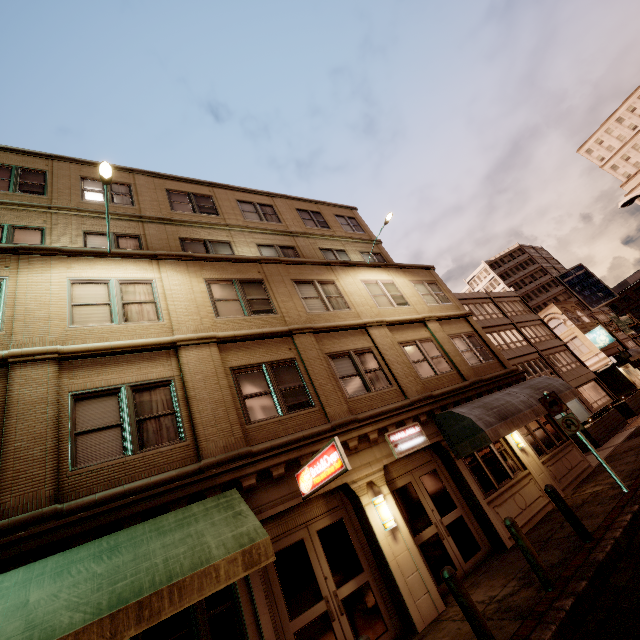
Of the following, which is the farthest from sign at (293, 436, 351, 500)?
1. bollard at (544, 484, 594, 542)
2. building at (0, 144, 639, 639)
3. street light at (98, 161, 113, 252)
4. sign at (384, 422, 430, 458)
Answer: street light at (98, 161, 113, 252)

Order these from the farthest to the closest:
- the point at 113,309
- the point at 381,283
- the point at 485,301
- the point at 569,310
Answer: the point at 569,310 < the point at 485,301 < the point at 381,283 < the point at 113,309

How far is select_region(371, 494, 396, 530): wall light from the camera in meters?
8.0

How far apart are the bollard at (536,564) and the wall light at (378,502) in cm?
257

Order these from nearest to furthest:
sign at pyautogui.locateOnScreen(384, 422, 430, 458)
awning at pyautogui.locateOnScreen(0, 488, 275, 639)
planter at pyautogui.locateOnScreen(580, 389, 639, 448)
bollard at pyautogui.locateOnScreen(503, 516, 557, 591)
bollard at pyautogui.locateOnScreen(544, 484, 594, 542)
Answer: awning at pyautogui.locateOnScreen(0, 488, 275, 639), bollard at pyautogui.locateOnScreen(503, 516, 557, 591), bollard at pyautogui.locateOnScreen(544, 484, 594, 542), sign at pyautogui.locateOnScreen(384, 422, 430, 458), planter at pyautogui.locateOnScreen(580, 389, 639, 448)

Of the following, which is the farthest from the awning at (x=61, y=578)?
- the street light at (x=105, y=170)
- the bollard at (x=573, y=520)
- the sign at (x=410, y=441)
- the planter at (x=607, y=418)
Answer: the planter at (x=607, y=418)

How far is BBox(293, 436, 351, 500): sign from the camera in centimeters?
628cm

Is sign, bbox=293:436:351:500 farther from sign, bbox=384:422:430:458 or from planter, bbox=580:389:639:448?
planter, bbox=580:389:639:448
